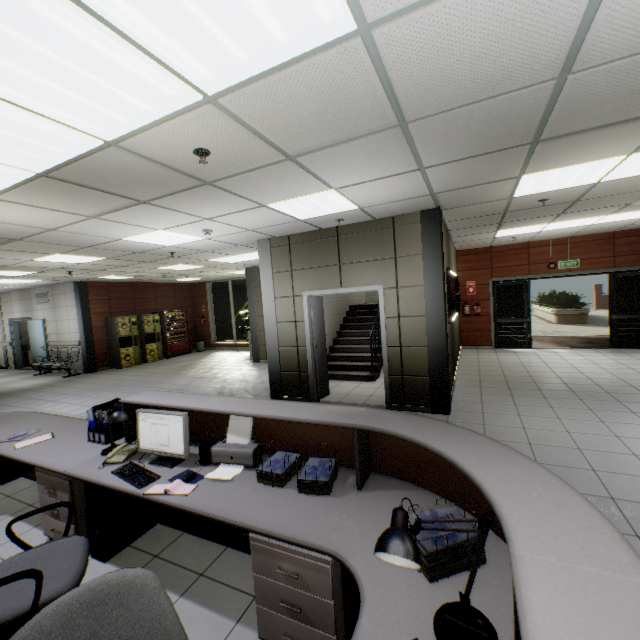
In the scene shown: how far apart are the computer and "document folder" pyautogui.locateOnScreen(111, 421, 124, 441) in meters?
0.5

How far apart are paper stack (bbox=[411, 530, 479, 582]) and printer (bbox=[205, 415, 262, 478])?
1.2m

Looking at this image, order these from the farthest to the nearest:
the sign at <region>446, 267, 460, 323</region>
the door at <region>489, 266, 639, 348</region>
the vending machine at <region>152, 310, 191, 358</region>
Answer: the vending machine at <region>152, 310, 191, 358</region> → the door at <region>489, 266, 639, 348</region> → the sign at <region>446, 267, 460, 323</region>

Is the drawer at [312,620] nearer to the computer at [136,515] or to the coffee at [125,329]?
the computer at [136,515]

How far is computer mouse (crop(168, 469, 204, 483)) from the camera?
2.26m

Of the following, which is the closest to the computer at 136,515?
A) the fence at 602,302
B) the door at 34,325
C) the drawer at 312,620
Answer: the drawer at 312,620

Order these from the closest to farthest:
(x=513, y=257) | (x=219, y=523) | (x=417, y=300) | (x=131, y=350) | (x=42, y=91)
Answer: (x=42, y=91) < (x=219, y=523) < (x=417, y=300) < (x=513, y=257) < (x=131, y=350)

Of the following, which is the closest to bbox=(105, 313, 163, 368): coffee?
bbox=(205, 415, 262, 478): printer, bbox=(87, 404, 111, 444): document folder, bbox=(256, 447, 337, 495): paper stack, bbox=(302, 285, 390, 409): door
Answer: bbox=(302, 285, 390, 409): door
